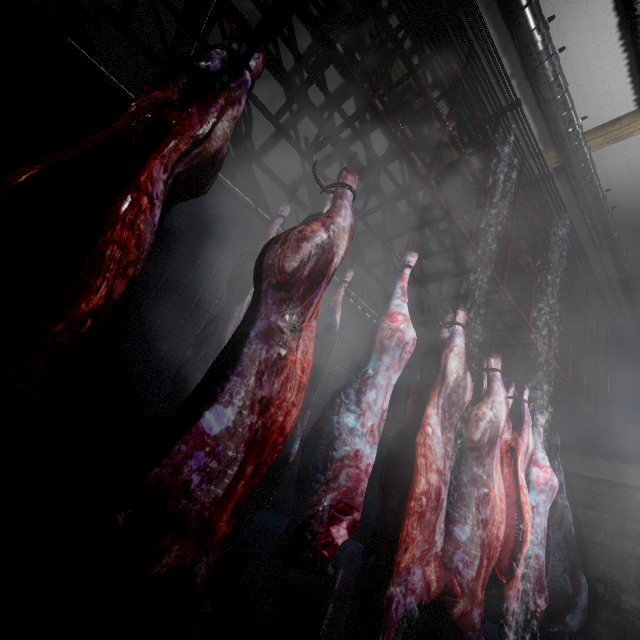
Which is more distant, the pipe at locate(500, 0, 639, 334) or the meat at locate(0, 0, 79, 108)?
the pipe at locate(500, 0, 639, 334)

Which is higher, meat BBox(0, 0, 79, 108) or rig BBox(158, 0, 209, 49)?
rig BBox(158, 0, 209, 49)

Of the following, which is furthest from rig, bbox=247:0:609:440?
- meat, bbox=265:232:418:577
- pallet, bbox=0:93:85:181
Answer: pallet, bbox=0:93:85:181

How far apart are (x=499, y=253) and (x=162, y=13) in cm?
482

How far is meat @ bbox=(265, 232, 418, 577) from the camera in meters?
1.2

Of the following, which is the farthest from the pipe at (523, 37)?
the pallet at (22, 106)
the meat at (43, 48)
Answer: the pallet at (22, 106)

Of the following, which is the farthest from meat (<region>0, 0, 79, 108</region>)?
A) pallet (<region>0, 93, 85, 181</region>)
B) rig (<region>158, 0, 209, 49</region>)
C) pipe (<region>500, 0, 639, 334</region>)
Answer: pipe (<region>500, 0, 639, 334</region>)

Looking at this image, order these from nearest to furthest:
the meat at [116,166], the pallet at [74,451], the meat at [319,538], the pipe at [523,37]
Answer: the meat at [116,166] → the meat at [319,538] → the pallet at [74,451] → the pipe at [523,37]
